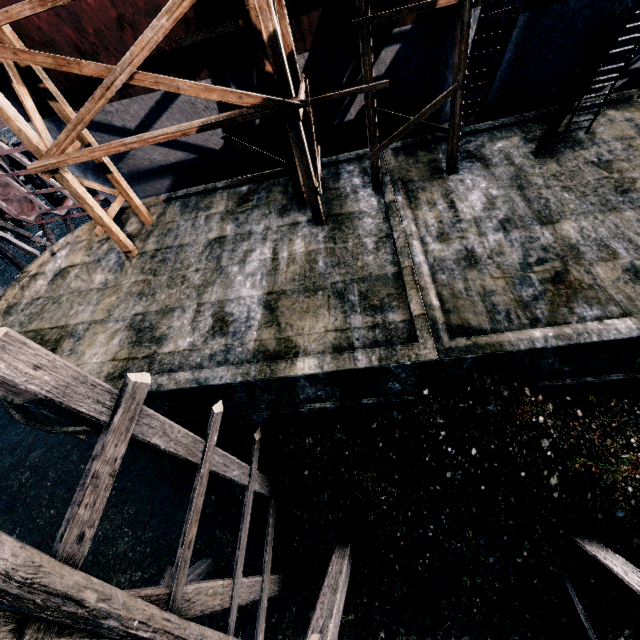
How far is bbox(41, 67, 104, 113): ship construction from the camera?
11.7 meters

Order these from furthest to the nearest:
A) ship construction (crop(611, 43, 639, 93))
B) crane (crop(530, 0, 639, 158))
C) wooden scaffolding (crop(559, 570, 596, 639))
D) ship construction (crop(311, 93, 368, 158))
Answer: ship construction (crop(311, 93, 368, 158))
ship construction (crop(611, 43, 639, 93))
crane (crop(530, 0, 639, 158))
wooden scaffolding (crop(559, 570, 596, 639))

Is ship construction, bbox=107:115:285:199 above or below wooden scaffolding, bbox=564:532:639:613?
above

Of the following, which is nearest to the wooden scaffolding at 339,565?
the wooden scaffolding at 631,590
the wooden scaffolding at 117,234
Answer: the wooden scaffolding at 631,590

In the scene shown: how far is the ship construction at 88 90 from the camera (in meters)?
11.71

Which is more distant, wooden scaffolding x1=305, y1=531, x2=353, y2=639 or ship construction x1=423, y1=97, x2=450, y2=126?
ship construction x1=423, y1=97, x2=450, y2=126

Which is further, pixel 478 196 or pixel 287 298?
pixel 478 196

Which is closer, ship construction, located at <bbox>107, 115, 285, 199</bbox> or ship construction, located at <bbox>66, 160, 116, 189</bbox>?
ship construction, located at <bbox>107, 115, 285, 199</bbox>
